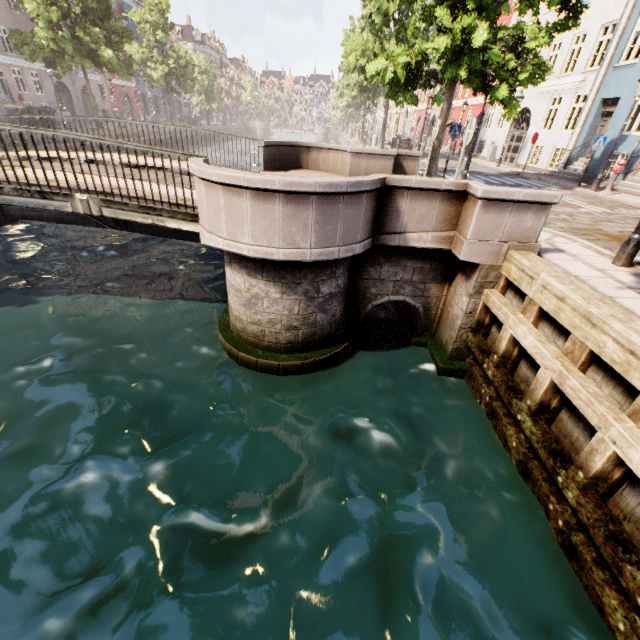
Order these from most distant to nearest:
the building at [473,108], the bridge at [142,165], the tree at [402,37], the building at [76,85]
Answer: the building at [76,85], the building at [473,108], the tree at [402,37], the bridge at [142,165]

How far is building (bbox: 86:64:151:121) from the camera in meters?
37.0 m

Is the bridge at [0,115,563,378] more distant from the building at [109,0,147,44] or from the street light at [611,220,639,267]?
the building at [109,0,147,44]

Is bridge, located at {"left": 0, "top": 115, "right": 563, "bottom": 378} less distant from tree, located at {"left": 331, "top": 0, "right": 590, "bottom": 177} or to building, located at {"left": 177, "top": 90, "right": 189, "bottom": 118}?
tree, located at {"left": 331, "top": 0, "right": 590, "bottom": 177}

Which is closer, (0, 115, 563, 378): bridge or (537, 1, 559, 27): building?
(0, 115, 563, 378): bridge

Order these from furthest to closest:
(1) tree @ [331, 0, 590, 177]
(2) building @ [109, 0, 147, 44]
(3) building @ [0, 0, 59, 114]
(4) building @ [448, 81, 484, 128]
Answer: (2) building @ [109, 0, 147, 44] < (4) building @ [448, 81, 484, 128] < (3) building @ [0, 0, 59, 114] < (1) tree @ [331, 0, 590, 177]

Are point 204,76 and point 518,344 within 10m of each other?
no

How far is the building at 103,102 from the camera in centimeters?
3697cm
